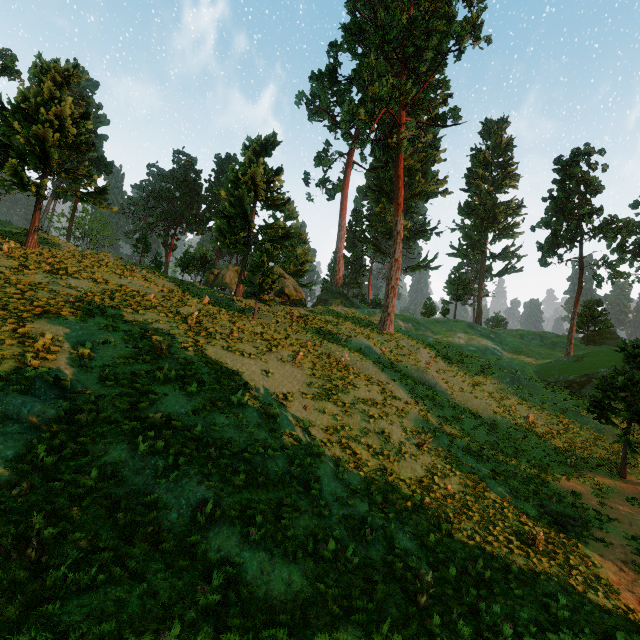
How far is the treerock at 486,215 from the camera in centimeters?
5428cm

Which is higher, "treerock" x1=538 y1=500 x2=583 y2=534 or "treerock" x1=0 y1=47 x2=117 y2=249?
"treerock" x1=0 y1=47 x2=117 y2=249

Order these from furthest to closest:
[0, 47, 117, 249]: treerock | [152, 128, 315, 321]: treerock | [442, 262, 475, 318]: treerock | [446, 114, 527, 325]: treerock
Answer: [446, 114, 527, 325]: treerock
[442, 262, 475, 318]: treerock
[152, 128, 315, 321]: treerock
[0, 47, 117, 249]: treerock

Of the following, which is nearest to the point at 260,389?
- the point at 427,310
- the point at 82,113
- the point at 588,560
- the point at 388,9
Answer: the point at 588,560

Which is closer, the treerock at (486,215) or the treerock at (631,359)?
the treerock at (631,359)

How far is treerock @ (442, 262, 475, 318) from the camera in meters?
49.9 m

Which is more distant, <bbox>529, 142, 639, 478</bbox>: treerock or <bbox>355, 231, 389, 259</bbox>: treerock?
<bbox>355, 231, 389, 259</bbox>: treerock
